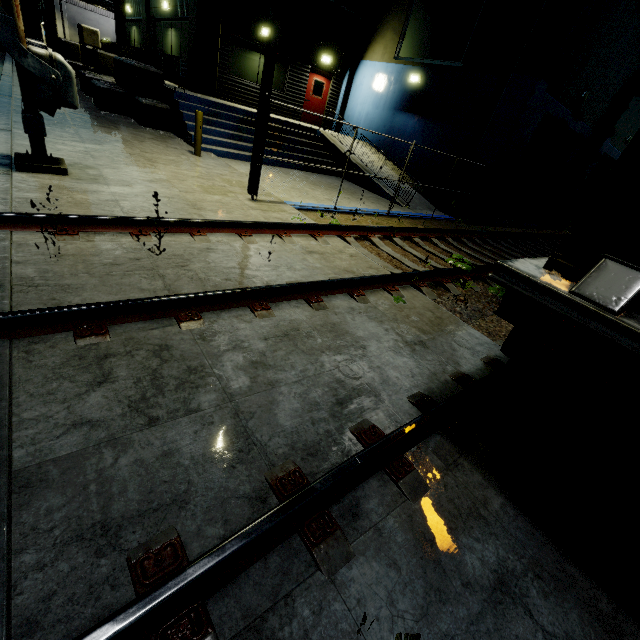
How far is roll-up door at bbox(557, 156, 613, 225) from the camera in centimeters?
2113cm

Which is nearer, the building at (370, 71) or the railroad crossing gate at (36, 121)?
the railroad crossing gate at (36, 121)

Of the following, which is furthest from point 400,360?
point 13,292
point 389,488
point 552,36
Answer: point 552,36

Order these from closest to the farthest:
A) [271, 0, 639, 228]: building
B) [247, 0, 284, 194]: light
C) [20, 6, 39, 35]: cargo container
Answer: [247, 0, 284, 194]: light < [271, 0, 639, 228]: building < [20, 6, 39, 35]: cargo container

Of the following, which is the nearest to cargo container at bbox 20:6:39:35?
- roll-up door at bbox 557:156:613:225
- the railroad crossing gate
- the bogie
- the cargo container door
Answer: the railroad crossing gate

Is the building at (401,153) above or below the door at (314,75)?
below

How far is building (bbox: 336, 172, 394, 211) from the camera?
10.4 meters
